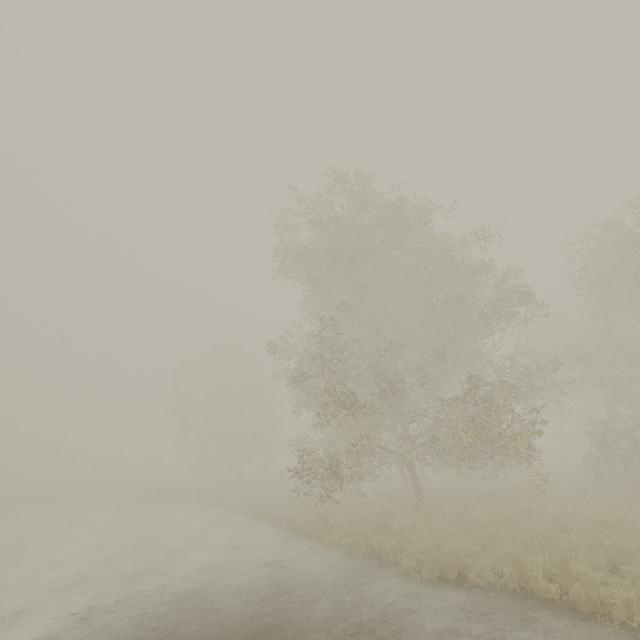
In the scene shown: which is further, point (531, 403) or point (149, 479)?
point (149, 479)
